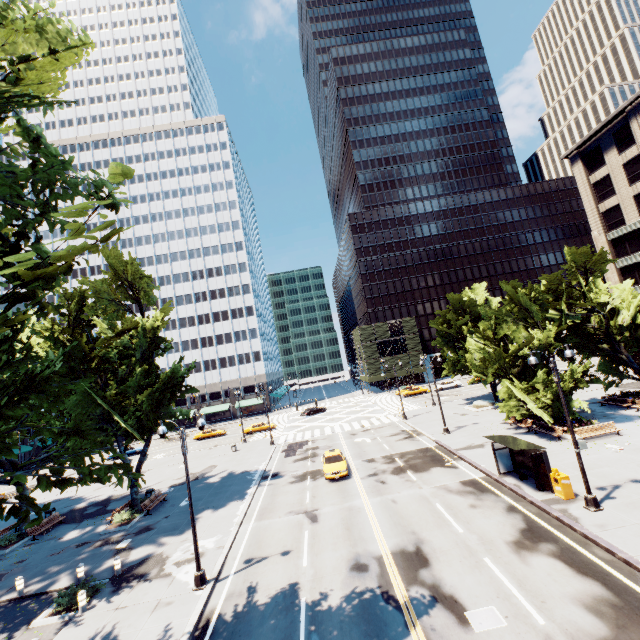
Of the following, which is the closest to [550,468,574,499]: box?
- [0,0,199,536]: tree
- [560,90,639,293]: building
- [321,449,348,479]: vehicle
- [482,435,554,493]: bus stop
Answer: [482,435,554,493]: bus stop

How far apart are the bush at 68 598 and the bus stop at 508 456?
21.73m

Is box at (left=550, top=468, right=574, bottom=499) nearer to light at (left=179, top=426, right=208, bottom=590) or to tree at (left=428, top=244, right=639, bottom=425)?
light at (left=179, top=426, right=208, bottom=590)

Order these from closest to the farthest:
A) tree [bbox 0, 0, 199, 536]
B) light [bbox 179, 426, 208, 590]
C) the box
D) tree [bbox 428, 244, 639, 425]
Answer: tree [bbox 0, 0, 199, 536] < light [bbox 179, 426, 208, 590] < the box < tree [bbox 428, 244, 639, 425]

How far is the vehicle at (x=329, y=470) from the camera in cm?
2427

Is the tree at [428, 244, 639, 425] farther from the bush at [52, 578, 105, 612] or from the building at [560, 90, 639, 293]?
the building at [560, 90, 639, 293]

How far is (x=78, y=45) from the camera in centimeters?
941cm

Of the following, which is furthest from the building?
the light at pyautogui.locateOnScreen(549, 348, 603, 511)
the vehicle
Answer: the vehicle
